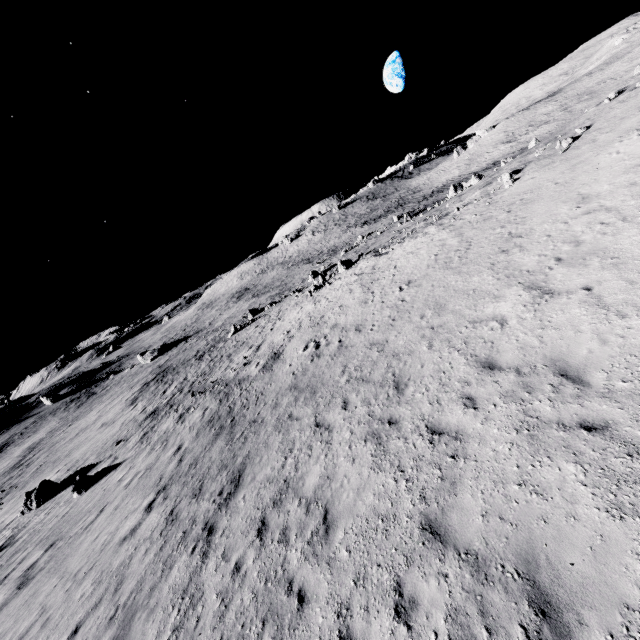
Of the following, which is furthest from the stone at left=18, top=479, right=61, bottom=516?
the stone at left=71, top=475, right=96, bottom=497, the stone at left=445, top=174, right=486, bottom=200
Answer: the stone at left=445, top=174, right=486, bottom=200

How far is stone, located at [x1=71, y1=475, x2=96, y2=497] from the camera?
18.0 meters

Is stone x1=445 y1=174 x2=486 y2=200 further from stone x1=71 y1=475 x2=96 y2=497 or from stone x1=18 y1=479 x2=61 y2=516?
stone x1=18 y1=479 x2=61 y2=516

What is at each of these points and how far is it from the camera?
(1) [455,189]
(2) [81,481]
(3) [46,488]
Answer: Answer:
(1) stone, 37.5 meters
(2) stone, 18.6 meters
(3) stone, 21.4 meters

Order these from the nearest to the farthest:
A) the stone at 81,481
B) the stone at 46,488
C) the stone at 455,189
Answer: the stone at 81,481 < the stone at 46,488 < the stone at 455,189

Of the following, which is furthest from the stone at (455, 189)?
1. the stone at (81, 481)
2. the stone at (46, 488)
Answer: the stone at (46, 488)
